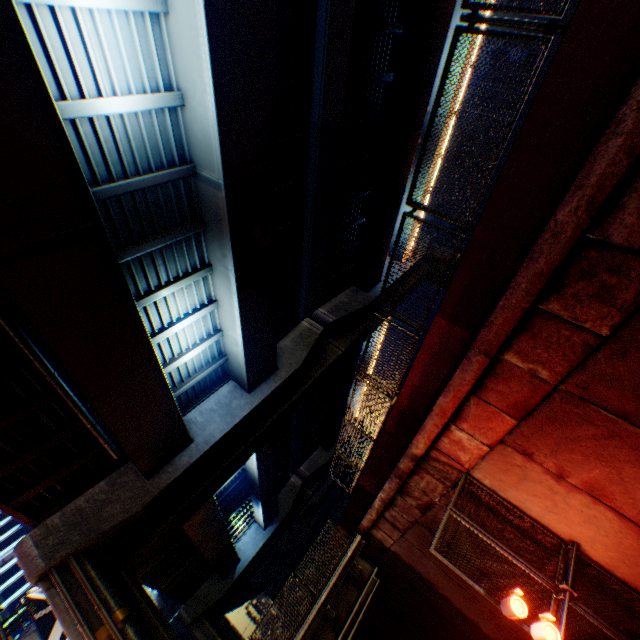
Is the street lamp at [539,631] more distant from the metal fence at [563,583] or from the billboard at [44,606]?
the billboard at [44,606]

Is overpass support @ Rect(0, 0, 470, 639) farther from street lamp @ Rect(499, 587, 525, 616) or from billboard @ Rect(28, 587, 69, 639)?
street lamp @ Rect(499, 587, 525, 616)

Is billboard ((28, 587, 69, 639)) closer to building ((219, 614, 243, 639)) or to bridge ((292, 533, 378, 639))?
bridge ((292, 533, 378, 639))

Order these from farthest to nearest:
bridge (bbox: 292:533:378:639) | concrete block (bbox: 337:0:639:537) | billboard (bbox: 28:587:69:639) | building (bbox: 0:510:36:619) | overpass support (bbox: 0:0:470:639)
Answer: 1. building (bbox: 0:510:36:619)
2. billboard (bbox: 28:587:69:639)
3. bridge (bbox: 292:533:378:639)
4. overpass support (bbox: 0:0:470:639)
5. concrete block (bbox: 337:0:639:537)

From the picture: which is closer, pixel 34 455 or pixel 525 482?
pixel 525 482

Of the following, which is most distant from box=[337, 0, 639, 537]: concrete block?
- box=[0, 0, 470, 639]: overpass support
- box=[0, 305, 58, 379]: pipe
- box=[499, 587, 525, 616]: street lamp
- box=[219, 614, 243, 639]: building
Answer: box=[219, 614, 243, 639]: building

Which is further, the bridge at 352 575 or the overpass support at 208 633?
the bridge at 352 575

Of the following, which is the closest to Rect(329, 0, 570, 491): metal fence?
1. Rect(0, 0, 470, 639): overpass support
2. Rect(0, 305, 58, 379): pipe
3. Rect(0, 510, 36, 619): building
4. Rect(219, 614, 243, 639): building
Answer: Rect(0, 0, 470, 639): overpass support
